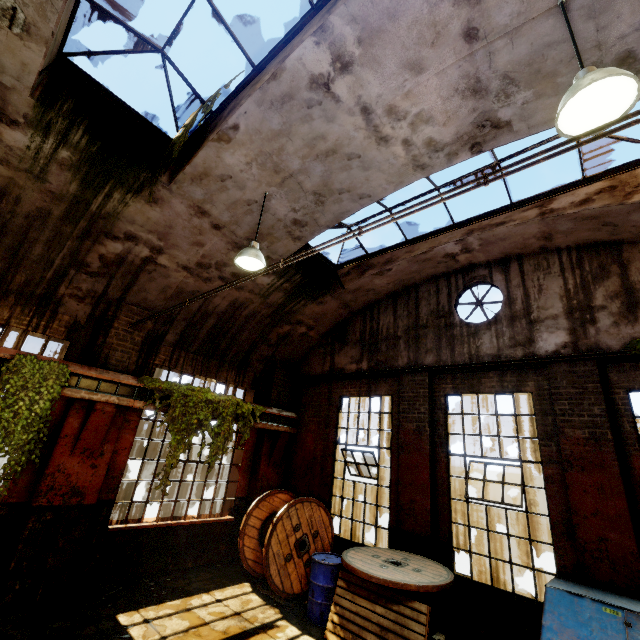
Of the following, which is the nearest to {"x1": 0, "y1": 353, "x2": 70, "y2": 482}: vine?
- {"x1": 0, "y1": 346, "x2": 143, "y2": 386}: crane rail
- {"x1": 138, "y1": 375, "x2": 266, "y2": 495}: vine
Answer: {"x1": 0, "y1": 346, "x2": 143, "y2": 386}: crane rail

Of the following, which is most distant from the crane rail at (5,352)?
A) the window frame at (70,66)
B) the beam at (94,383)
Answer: the window frame at (70,66)

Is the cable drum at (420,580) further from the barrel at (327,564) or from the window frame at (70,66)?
the window frame at (70,66)

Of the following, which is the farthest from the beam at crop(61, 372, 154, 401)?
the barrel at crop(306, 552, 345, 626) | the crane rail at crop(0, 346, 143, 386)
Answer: the barrel at crop(306, 552, 345, 626)

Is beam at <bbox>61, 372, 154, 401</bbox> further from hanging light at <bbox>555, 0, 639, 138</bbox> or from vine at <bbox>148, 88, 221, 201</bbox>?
hanging light at <bbox>555, 0, 639, 138</bbox>

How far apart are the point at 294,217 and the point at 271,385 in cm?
557

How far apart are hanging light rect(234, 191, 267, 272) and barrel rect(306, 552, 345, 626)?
5.7 meters

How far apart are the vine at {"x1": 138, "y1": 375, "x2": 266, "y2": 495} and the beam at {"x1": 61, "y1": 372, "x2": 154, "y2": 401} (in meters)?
0.08
